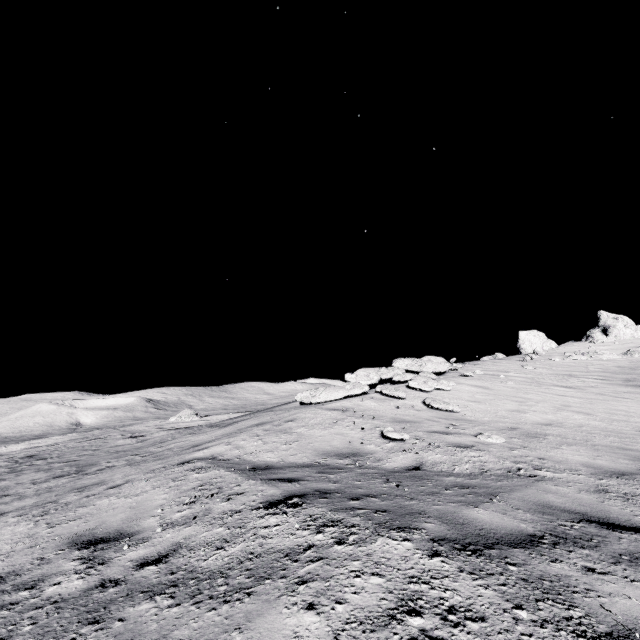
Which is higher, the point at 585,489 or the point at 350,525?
the point at 350,525
